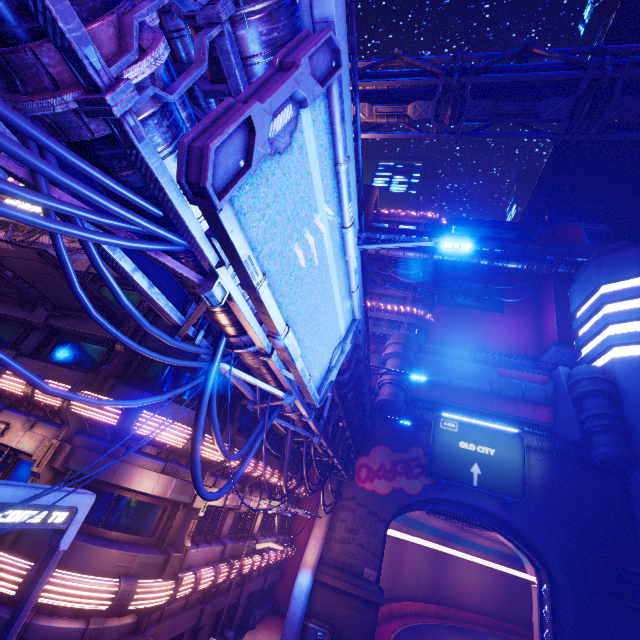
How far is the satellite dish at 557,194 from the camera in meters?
47.8

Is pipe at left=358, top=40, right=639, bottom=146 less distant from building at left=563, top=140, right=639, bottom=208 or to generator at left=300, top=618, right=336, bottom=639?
building at left=563, top=140, right=639, bottom=208

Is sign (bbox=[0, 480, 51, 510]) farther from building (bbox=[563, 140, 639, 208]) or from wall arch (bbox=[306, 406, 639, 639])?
building (bbox=[563, 140, 639, 208])

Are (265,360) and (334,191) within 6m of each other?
yes

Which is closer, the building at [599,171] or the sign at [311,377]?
the sign at [311,377]

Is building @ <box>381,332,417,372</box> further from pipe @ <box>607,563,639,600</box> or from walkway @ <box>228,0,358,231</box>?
pipe @ <box>607,563,639,600</box>

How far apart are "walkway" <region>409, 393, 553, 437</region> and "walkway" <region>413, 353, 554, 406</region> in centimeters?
147cm

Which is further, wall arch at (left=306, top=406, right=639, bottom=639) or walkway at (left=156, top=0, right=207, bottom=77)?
wall arch at (left=306, top=406, right=639, bottom=639)
